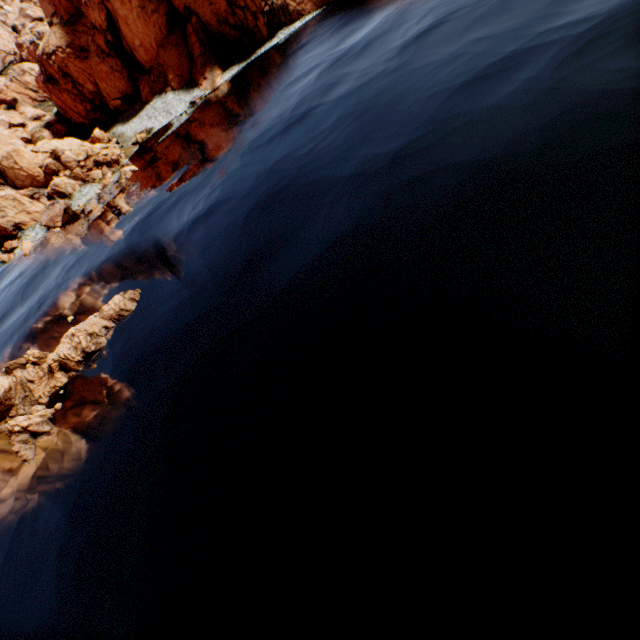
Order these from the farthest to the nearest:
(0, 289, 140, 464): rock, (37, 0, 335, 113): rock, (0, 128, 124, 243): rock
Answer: (37, 0, 335, 113): rock → (0, 128, 124, 243): rock → (0, 289, 140, 464): rock

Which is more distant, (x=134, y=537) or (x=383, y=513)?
(x=134, y=537)

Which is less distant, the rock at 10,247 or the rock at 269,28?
the rock at 10,247

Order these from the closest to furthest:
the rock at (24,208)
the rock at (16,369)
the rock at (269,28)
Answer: the rock at (16,369), the rock at (24,208), the rock at (269,28)

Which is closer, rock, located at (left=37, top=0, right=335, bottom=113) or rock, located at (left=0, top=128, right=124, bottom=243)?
rock, located at (left=0, top=128, right=124, bottom=243)

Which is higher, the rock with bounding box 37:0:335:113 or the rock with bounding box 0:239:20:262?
the rock with bounding box 37:0:335:113
